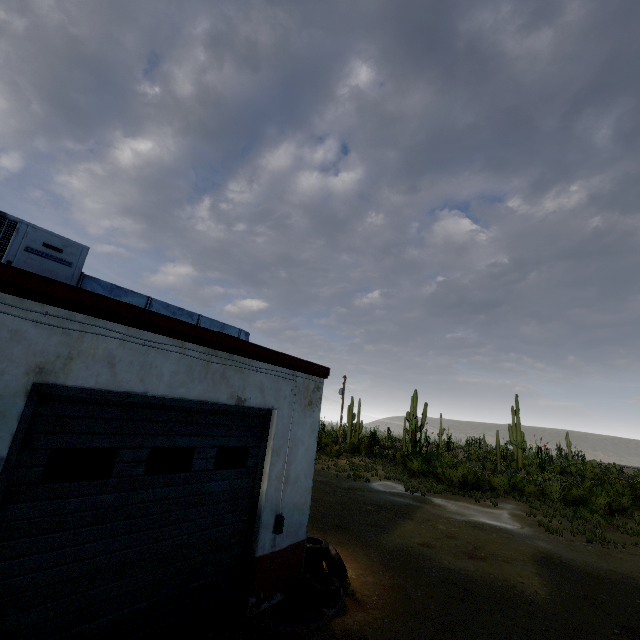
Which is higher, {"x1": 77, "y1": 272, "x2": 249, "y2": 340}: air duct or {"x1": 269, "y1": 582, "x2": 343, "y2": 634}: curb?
{"x1": 77, "y1": 272, "x2": 249, "y2": 340}: air duct

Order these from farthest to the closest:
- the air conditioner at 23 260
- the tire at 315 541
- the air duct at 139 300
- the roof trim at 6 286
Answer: the tire at 315 541
the air duct at 139 300
the air conditioner at 23 260
the roof trim at 6 286

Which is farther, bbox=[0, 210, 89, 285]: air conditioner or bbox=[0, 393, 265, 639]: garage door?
bbox=[0, 210, 89, 285]: air conditioner

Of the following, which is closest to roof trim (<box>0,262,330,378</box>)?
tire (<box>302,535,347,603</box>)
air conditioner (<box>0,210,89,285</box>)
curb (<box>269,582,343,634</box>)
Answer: air conditioner (<box>0,210,89,285</box>)

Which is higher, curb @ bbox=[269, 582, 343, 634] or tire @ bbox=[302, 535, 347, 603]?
tire @ bbox=[302, 535, 347, 603]

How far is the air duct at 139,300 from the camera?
4.8 meters

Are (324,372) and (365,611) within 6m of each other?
yes

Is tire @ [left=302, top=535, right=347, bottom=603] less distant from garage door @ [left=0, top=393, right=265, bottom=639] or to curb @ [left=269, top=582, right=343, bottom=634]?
curb @ [left=269, top=582, right=343, bottom=634]
